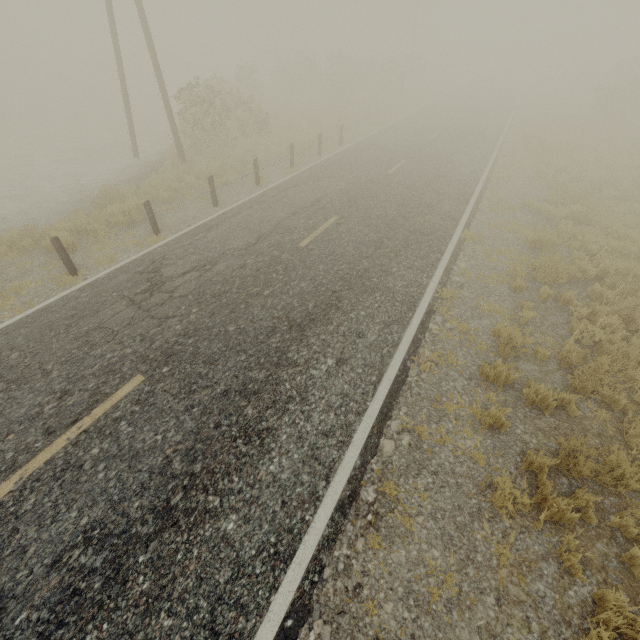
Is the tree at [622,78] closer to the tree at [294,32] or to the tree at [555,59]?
the tree at [555,59]

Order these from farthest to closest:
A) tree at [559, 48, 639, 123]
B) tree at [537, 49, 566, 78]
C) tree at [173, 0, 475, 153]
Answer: tree at [537, 49, 566, 78]
tree at [559, 48, 639, 123]
tree at [173, 0, 475, 153]

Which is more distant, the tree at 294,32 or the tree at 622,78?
the tree at 622,78

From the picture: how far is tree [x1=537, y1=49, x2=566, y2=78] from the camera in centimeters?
5360cm

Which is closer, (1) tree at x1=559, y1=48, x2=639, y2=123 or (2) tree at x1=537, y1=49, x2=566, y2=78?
(1) tree at x1=559, y1=48, x2=639, y2=123

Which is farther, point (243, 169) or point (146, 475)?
point (243, 169)

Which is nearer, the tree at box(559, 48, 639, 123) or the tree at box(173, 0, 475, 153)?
the tree at box(173, 0, 475, 153)

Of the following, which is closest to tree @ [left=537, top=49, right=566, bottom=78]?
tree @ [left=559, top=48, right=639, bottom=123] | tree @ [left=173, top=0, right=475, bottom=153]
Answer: tree @ [left=559, top=48, right=639, bottom=123]
